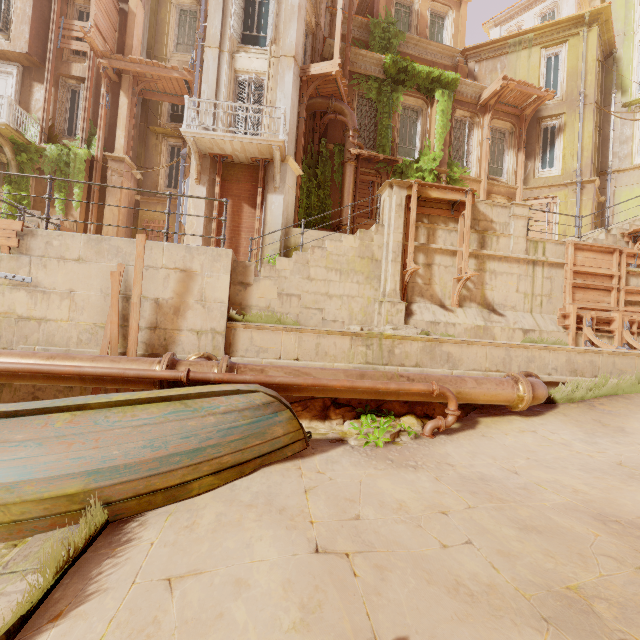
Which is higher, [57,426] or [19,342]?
[19,342]

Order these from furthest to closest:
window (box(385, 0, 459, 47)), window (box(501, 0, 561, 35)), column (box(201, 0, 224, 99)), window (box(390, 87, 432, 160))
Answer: window (box(501, 0, 561, 35))
window (box(385, 0, 459, 47))
window (box(390, 87, 432, 160))
column (box(201, 0, 224, 99))

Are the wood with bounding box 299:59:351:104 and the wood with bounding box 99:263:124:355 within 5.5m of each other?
no

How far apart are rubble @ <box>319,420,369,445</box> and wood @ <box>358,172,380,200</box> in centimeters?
1100cm

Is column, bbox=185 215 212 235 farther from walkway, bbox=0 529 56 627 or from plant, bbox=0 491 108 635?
plant, bbox=0 491 108 635

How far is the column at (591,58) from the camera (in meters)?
15.48

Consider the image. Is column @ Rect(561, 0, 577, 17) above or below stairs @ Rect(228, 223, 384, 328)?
above

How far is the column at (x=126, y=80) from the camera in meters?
14.7
